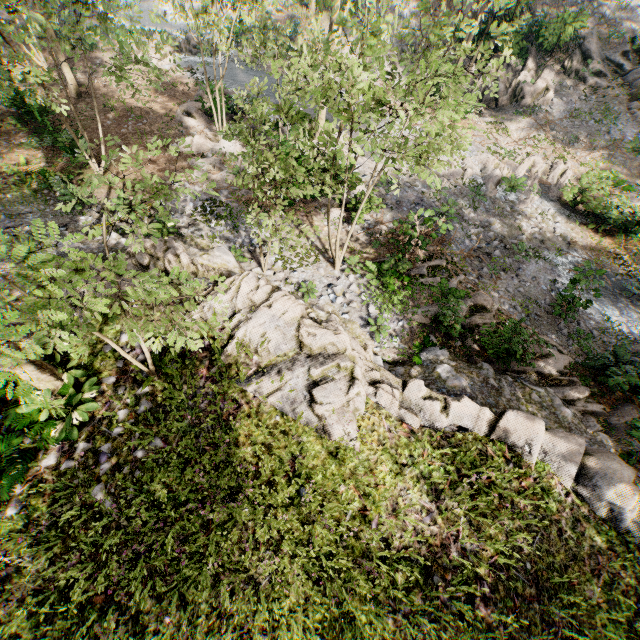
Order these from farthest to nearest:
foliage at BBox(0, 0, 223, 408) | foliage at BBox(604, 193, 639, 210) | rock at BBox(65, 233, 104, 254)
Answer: foliage at BBox(604, 193, 639, 210) < rock at BBox(65, 233, 104, 254) < foliage at BBox(0, 0, 223, 408)

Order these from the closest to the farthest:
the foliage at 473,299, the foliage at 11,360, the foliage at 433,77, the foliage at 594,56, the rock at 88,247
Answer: the foliage at 11,360 → the foliage at 433,77 → the foliage at 473,299 → the rock at 88,247 → the foliage at 594,56

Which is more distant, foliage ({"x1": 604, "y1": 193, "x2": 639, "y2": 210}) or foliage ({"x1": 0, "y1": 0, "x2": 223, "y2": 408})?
foliage ({"x1": 604, "y1": 193, "x2": 639, "y2": 210})

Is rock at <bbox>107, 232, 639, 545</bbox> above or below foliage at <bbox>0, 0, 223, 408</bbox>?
below

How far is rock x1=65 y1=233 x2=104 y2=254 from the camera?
12.1m

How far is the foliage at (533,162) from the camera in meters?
18.4 m

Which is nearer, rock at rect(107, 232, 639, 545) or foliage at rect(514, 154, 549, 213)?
rock at rect(107, 232, 639, 545)

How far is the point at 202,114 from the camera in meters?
19.4 m
